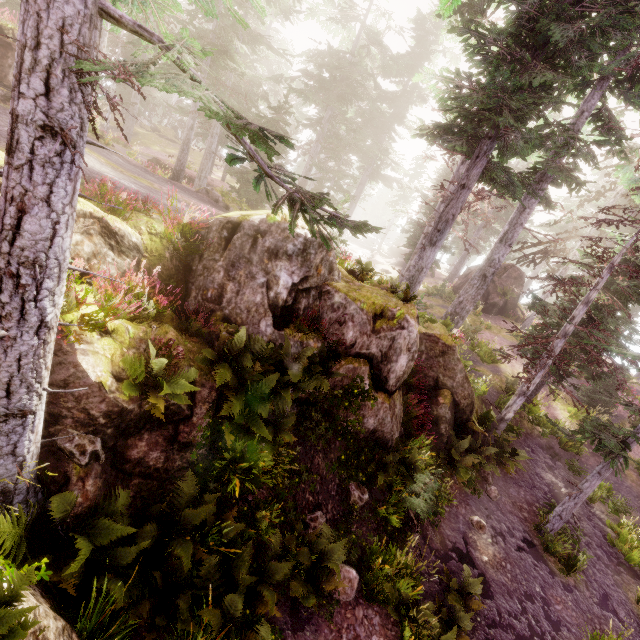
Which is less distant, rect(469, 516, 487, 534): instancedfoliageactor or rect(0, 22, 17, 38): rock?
rect(469, 516, 487, 534): instancedfoliageactor

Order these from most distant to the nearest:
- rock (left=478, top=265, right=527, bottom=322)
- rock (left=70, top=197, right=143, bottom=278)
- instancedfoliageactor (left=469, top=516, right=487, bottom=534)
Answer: → rock (left=478, top=265, right=527, bottom=322) < instancedfoliageactor (left=469, top=516, right=487, bottom=534) < rock (left=70, top=197, right=143, bottom=278)

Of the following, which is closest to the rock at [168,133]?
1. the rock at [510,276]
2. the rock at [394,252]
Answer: the rock at [394,252]

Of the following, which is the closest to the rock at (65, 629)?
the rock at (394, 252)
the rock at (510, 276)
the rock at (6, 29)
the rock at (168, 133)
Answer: the rock at (6, 29)

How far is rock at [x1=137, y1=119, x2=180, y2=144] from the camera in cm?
3716

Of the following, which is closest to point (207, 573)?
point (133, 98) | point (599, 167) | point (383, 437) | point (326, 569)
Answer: point (326, 569)

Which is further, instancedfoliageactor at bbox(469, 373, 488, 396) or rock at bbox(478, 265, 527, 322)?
rock at bbox(478, 265, 527, 322)

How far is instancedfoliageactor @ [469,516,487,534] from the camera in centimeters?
1004cm
